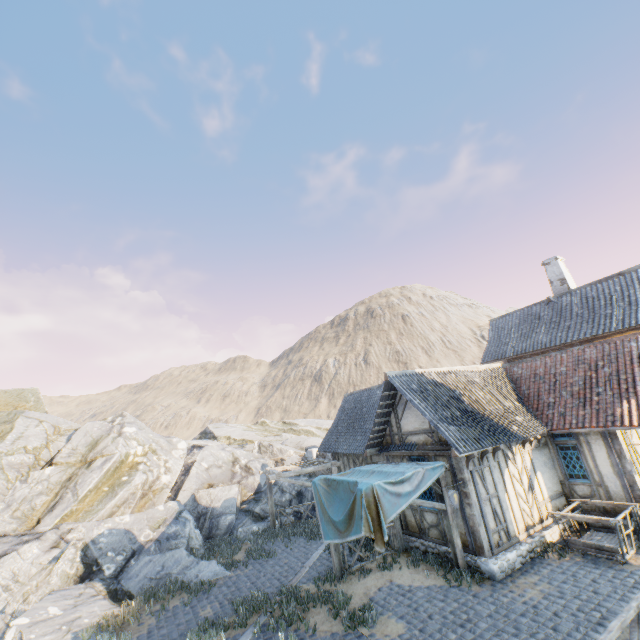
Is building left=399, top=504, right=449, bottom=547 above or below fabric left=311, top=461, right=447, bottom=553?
below

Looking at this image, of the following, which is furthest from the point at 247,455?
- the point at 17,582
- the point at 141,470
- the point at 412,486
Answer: the point at 412,486

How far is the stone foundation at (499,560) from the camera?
9.2 meters

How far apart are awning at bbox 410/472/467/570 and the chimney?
14.44m

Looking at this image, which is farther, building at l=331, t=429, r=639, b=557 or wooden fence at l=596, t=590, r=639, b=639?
building at l=331, t=429, r=639, b=557

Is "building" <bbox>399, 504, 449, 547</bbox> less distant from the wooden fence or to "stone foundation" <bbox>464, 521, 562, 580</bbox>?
"stone foundation" <bbox>464, 521, 562, 580</bbox>

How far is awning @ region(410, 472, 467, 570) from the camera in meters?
9.8

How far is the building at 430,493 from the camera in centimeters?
1119cm
